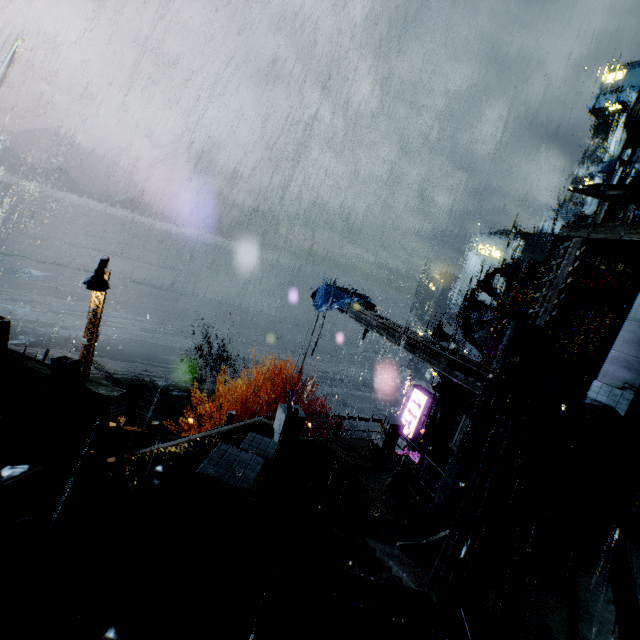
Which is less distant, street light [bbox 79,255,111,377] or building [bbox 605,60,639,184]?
street light [bbox 79,255,111,377]

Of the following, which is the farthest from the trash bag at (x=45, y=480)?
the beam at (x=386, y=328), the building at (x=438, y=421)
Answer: the beam at (x=386, y=328)

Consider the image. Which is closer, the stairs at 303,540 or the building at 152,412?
the stairs at 303,540

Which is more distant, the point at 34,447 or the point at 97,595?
the point at 34,447

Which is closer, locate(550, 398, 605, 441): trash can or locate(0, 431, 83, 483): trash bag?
locate(0, 431, 83, 483): trash bag

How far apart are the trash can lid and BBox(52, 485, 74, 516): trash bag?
11.9 meters

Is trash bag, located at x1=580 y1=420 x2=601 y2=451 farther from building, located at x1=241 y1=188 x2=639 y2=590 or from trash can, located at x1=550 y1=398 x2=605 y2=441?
building, located at x1=241 y1=188 x2=639 y2=590

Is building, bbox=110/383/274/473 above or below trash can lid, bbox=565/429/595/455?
below
